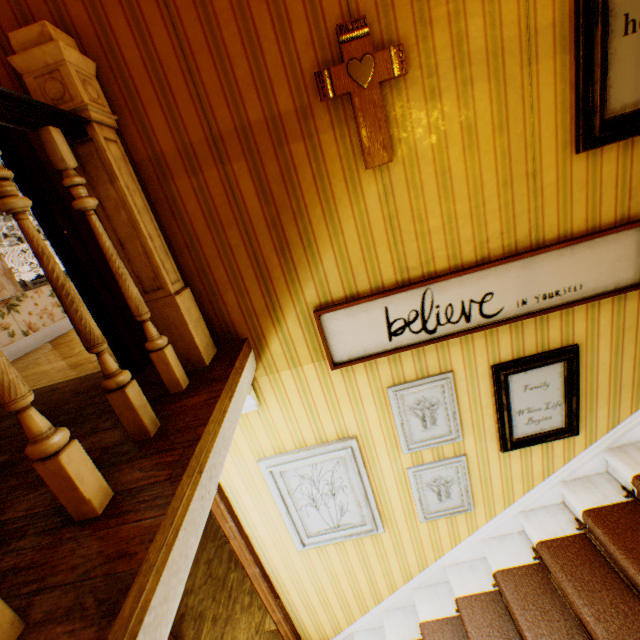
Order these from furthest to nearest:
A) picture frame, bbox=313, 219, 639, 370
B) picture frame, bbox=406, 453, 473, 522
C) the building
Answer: picture frame, bbox=406, 453, 473, 522 → picture frame, bbox=313, 219, 639, 370 → the building

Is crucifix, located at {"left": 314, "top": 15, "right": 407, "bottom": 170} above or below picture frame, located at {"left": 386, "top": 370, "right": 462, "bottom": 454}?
above

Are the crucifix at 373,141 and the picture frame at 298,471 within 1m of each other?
no

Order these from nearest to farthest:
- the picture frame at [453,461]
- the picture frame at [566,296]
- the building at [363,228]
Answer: the building at [363,228], the picture frame at [566,296], the picture frame at [453,461]

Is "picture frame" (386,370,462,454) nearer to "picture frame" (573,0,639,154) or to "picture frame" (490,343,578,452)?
"picture frame" (490,343,578,452)

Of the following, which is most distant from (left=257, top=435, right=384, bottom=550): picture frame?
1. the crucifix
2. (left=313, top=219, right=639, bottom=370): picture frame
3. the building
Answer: the crucifix

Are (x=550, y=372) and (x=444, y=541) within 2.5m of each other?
yes

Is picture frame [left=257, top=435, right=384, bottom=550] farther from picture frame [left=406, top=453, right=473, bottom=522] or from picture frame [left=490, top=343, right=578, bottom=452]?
picture frame [left=490, top=343, right=578, bottom=452]
